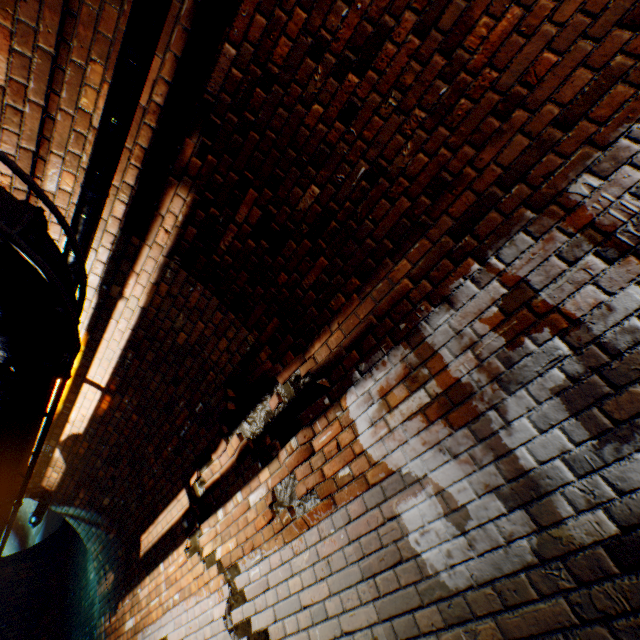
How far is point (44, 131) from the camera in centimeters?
220cm

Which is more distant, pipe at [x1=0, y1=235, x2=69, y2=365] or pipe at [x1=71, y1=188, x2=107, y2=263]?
pipe at [x1=71, y1=188, x2=107, y2=263]

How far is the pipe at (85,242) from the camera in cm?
210

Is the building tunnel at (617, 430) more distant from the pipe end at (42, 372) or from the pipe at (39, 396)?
the pipe end at (42, 372)

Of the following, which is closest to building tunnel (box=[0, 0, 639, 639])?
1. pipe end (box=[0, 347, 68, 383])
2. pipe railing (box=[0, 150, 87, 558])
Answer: pipe railing (box=[0, 150, 87, 558])

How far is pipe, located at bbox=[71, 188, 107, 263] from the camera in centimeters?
210cm
